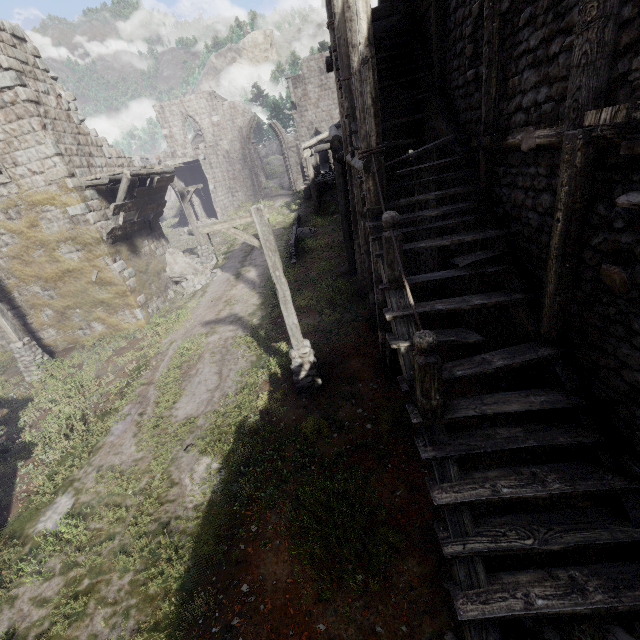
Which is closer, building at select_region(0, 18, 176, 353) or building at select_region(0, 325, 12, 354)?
building at select_region(0, 18, 176, 353)

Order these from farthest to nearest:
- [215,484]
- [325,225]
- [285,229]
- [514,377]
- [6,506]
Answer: [285,229], [325,225], [6,506], [215,484], [514,377]

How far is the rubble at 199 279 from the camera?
17.69m

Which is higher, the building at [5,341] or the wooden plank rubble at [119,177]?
the wooden plank rubble at [119,177]

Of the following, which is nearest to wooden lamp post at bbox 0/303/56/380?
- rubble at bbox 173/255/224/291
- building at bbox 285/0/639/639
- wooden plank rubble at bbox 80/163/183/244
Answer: building at bbox 285/0/639/639

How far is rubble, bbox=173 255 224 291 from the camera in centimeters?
1769cm

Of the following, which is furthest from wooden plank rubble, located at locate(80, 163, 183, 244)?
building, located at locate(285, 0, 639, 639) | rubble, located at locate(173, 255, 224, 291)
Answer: rubble, located at locate(173, 255, 224, 291)

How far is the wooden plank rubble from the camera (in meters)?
12.64
